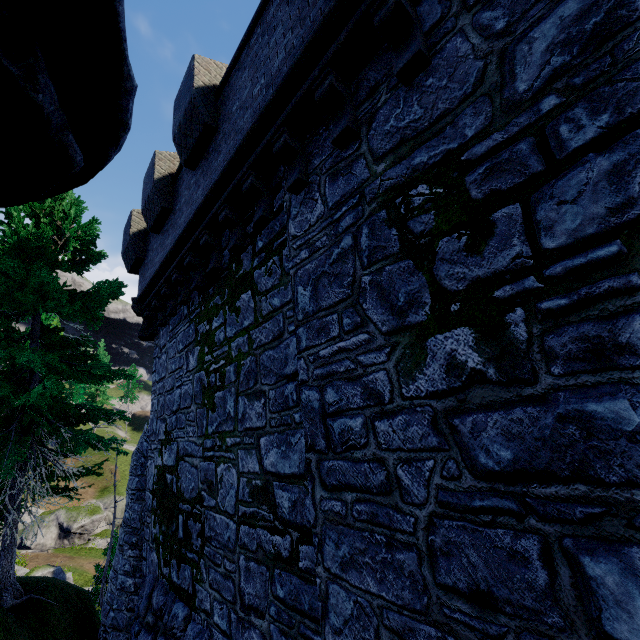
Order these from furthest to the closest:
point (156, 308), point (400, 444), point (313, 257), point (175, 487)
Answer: point (156, 308), point (175, 487), point (313, 257), point (400, 444)
